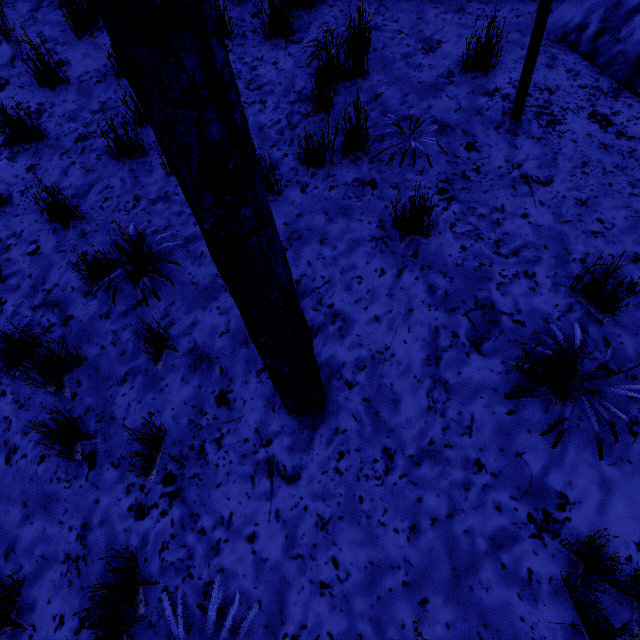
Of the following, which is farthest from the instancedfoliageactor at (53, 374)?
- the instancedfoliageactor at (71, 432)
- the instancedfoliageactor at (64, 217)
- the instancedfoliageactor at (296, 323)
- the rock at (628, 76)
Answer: the rock at (628, 76)

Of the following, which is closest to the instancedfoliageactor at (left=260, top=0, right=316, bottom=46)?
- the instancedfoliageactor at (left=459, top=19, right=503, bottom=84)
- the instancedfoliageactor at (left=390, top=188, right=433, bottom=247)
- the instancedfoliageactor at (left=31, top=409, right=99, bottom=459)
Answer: the instancedfoliageactor at (left=459, top=19, right=503, bottom=84)

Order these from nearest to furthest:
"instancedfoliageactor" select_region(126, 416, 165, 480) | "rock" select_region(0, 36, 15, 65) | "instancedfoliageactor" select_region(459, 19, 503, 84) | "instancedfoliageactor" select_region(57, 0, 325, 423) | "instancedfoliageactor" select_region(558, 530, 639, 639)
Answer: "instancedfoliageactor" select_region(57, 0, 325, 423) → "instancedfoliageactor" select_region(558, 530, 639, 639) → "instancedfoliageactor" select_region(126, 416, 165, 480) → "instancedfoliageactor" select_region(459, 19, 503, 84) → "rock" select_region(0, 36, 15, 65)

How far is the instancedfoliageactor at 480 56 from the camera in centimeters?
298cm

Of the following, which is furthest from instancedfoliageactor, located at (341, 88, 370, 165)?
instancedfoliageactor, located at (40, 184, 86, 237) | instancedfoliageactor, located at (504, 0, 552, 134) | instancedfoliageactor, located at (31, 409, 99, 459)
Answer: instancedfoliageactor, located at (31, 409, 99, 459)

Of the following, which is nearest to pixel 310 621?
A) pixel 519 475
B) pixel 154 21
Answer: pixel 519 475

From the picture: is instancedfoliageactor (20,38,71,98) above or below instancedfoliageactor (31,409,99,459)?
above

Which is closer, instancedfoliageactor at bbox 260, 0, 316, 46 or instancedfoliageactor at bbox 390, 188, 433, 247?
instancedfoliageactor at bbox 390, 188, 433, 247
